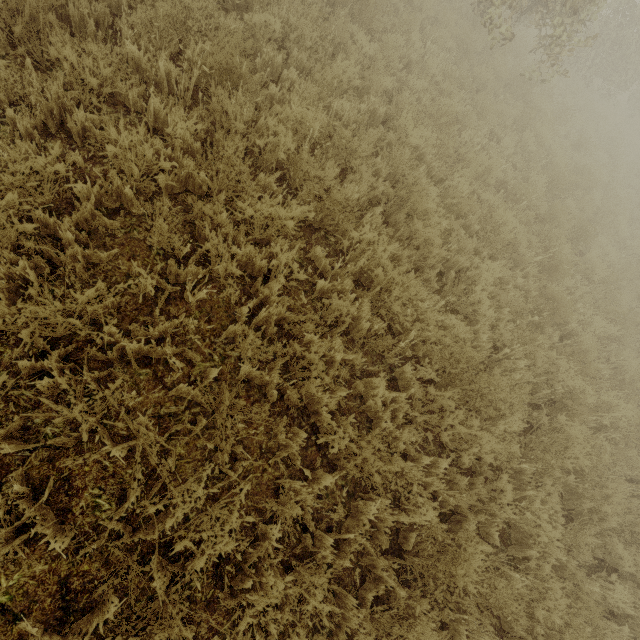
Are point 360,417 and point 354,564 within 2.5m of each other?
yes
